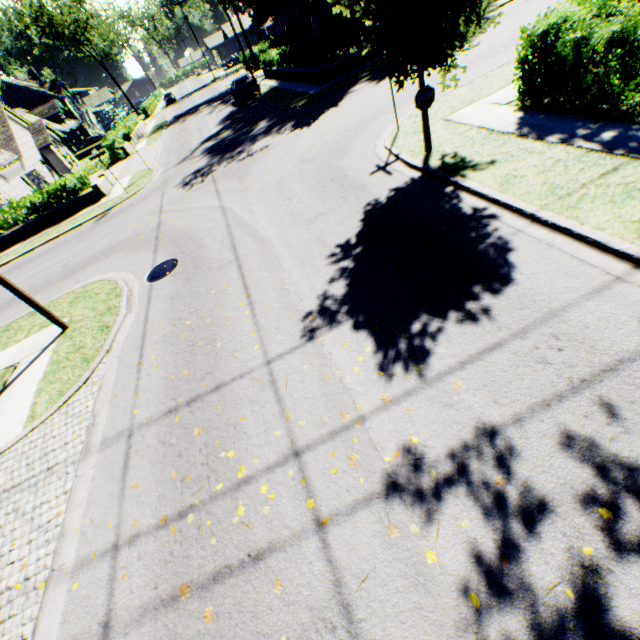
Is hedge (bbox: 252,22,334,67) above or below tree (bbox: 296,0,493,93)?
below

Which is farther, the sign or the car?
the car

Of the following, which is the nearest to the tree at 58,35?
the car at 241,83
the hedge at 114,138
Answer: the car at 241,83

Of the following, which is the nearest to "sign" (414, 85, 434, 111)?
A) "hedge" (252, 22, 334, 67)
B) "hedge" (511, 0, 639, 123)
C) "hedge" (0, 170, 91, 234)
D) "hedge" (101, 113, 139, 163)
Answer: "hedge" (511, 0, 639, 123)

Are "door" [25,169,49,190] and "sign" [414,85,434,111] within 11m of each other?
no

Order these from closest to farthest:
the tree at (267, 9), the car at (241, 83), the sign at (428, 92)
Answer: the sign at (428, 92) → the tree at (267, 9) → the car at (241, 83)

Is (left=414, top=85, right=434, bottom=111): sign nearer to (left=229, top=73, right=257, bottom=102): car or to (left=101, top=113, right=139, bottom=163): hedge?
(left=229, top=73, right=257, bottom=102): car

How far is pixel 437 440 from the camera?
3.8 meters
